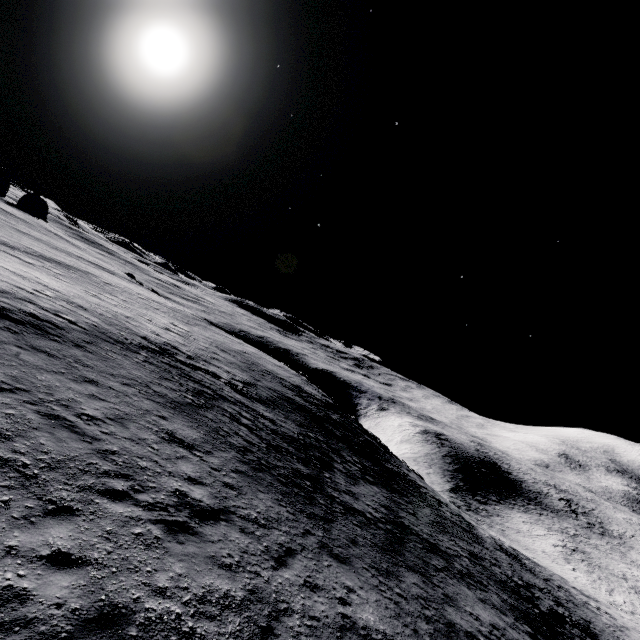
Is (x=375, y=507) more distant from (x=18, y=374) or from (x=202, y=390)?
(x=18, y=374)
